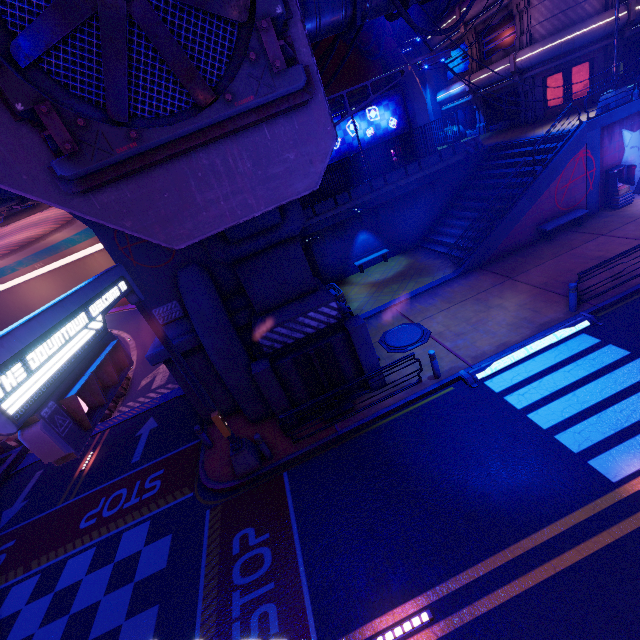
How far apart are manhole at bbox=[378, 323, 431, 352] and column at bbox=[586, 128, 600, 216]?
11.7 meters

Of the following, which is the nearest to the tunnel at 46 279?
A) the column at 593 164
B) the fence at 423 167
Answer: the fence at 423 167

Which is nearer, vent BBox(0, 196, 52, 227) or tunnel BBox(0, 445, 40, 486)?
vent BBox(0, 196, 52, 227)

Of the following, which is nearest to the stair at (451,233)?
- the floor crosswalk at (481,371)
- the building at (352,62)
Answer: the floor crosswalk at (481,371)

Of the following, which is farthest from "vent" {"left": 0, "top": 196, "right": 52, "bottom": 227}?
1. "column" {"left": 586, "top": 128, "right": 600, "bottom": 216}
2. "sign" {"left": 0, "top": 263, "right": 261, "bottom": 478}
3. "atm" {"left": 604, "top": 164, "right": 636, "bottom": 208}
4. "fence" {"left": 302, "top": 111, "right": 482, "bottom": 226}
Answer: "atm" {"left": 604, "top": 164, "right": 636, "bottom": 208}

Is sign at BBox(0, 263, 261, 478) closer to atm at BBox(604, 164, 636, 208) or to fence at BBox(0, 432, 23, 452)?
fence at BBox(0, 432, 23, 452)

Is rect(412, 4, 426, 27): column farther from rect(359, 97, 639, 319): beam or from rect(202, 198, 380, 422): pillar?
rect(202, 198, 380, 422): pillar

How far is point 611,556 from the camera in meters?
5.8
